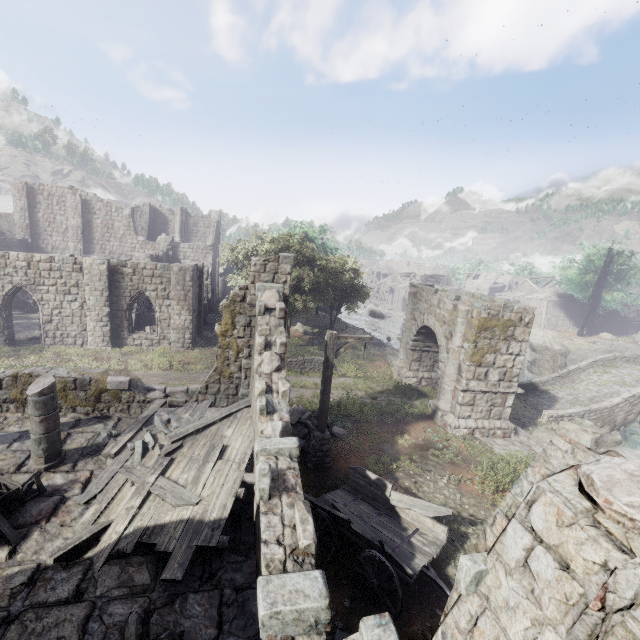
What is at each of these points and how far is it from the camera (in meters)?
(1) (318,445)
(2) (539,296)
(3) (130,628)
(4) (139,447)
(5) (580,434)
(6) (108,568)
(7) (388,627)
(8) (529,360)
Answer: (1) wooden lamp post, 10.95
(2) building, 51.59
(3) rubble, 4.73
(4) rubble, 8.25
(5) rock, 15.70
(6) building, 5.77
(7) building, 2.80
(8) rock, 37.44

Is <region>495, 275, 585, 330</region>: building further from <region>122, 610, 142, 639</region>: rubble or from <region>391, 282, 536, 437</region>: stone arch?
<region>391, 282, 536, 437</region>: stone arch

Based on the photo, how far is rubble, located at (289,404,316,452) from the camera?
12.3 meters

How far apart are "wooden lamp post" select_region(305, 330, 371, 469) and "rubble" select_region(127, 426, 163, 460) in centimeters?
484cm

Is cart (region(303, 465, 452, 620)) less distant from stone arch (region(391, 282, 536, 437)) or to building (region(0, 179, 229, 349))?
building (region(0, 179, 229, 349))

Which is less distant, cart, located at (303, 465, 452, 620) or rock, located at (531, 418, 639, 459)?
cart, located at (303, 465, 452, 620)

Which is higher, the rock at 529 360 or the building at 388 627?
the building at 388 627

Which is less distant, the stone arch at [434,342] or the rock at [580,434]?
the stone arch at [434,342]
